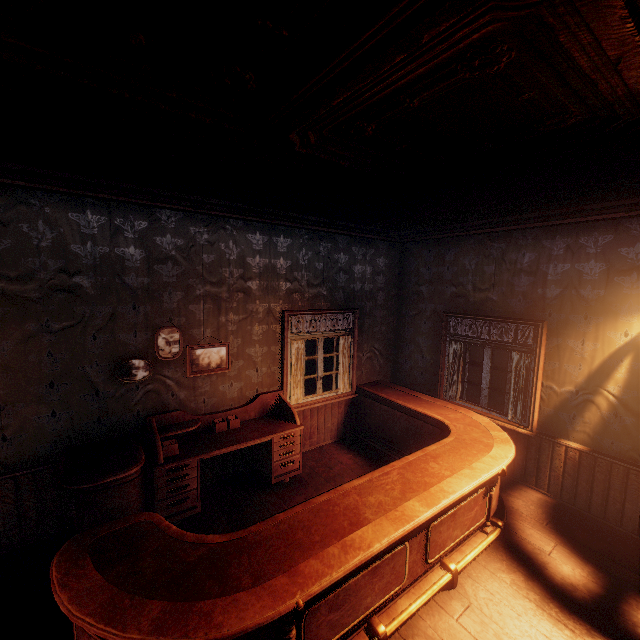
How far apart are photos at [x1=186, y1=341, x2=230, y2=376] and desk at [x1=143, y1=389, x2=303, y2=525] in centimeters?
45cm

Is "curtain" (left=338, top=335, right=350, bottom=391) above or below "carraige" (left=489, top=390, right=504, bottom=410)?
above

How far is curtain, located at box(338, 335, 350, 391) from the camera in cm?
579

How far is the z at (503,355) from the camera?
17.5 meters

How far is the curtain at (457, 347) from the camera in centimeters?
548cm

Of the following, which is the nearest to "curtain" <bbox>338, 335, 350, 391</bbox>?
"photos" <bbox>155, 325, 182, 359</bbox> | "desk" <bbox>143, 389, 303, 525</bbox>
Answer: "desk" <bbox>143, 389, 303, 525</bbox>

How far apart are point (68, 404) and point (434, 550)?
4.1m

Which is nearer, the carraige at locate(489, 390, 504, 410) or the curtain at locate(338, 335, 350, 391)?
the curtain at locate(338, 335, 350, 391)
